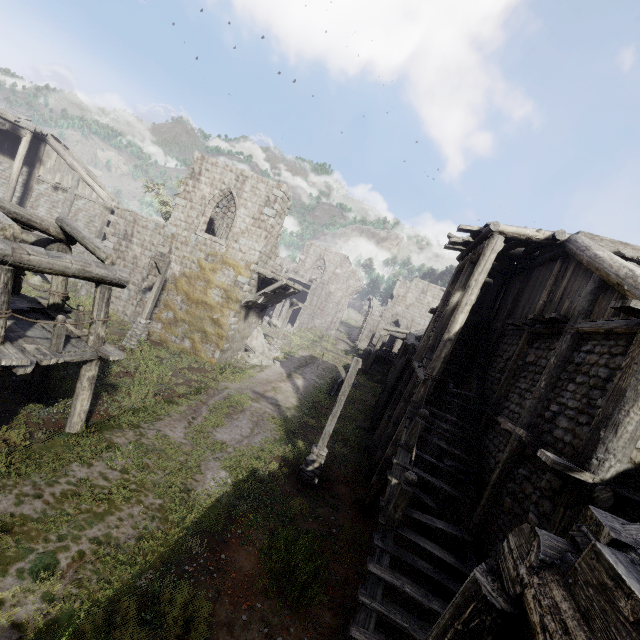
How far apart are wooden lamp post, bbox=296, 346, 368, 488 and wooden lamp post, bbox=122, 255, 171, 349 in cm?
1055

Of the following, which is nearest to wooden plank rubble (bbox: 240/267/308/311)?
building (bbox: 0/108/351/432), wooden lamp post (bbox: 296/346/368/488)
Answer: building (bbox: 0/108/351/432)

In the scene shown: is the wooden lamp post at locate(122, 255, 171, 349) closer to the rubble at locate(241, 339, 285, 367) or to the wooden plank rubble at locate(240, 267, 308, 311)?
the wooden plank rubble at locate(240, 267, 308, 311)

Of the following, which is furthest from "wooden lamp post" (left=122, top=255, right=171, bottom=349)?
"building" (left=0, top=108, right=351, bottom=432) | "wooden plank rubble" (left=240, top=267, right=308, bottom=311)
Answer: "wooden plank rubble" (left=240, top=267, right=308, bottom=311)

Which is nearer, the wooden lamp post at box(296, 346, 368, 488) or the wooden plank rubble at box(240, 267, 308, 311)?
the wooden lamp post at box(296, 346, 368, 488)

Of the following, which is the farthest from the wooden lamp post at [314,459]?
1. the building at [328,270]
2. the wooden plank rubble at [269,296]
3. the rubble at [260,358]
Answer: the rubble at [260,358]

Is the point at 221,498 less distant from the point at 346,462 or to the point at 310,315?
the point at 346,462

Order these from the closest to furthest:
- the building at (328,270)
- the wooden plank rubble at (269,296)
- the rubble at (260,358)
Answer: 1. the building at (328,270)
2. the wooden plank rubble at (269,296)
3. the rubble at (260,358)
